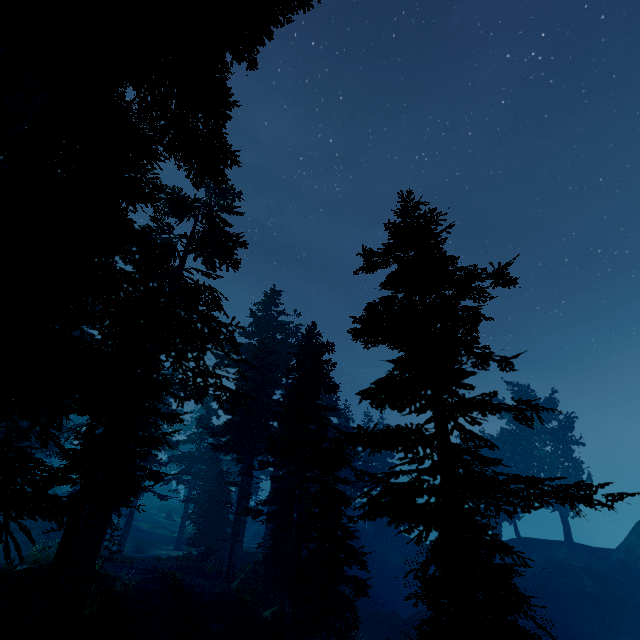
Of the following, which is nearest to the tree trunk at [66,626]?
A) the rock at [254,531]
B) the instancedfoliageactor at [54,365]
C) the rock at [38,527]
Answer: the instancedfoliageactor at [54,365]

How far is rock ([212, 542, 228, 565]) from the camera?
24.5m

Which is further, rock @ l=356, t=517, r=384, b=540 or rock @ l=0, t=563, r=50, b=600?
rock @ l=356, t=517, r=384, b=540

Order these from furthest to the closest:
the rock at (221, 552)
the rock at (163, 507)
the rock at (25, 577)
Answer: the rock at (163, 507)
the rock at (221, 552)
the rock at (25, 577)

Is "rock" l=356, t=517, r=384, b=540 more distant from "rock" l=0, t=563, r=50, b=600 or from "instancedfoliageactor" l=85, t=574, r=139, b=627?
"rock" l=0, t=563, r=50, b=600

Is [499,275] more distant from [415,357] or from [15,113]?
[15,113]

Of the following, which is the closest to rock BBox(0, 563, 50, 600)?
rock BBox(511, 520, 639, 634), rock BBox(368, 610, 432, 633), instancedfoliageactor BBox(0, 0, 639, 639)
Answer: instancedfoliageactor BBox(0, 0, 639, 639)

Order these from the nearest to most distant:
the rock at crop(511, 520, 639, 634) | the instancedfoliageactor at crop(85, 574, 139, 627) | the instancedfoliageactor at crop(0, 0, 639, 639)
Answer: the instancedfoliageactor at crop(0, 0, 639, 639) → the instancedfoliageactor at crop(85, 574, 139, 627) → the rock at crop(511, 520, 639, 634)
